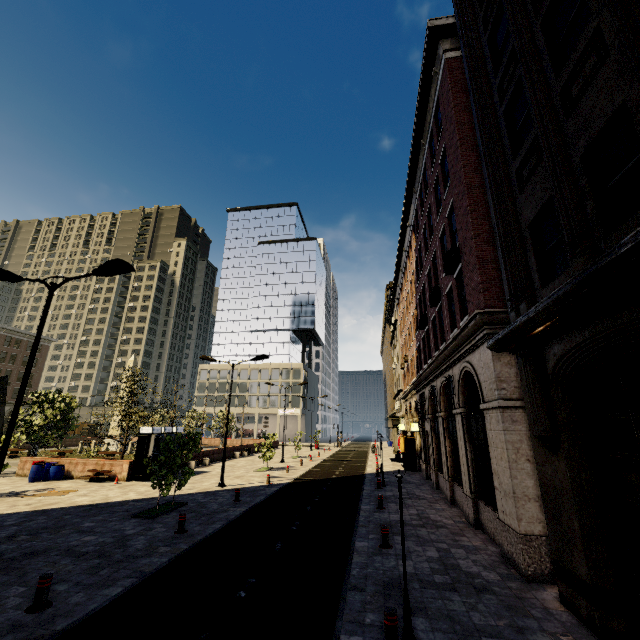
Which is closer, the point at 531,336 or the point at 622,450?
the point at 622,450

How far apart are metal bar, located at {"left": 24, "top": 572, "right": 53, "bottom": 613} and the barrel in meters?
17.9 m

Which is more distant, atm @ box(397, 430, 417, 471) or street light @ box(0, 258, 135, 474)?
atm @ box(397, 430, 417, 471)

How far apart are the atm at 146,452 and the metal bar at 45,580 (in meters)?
15.48

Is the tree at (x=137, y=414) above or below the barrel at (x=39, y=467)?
above

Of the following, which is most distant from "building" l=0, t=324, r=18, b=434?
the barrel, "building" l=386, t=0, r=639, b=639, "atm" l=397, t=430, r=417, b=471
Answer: "atm" l=397, t=430, r=417, b=471

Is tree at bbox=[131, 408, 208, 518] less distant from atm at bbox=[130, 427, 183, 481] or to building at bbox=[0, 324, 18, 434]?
building at bbox=[0, 324, 18, 434]

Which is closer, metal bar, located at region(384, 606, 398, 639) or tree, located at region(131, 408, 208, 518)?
metal bar, located at region(384, 606, 398, 639)
